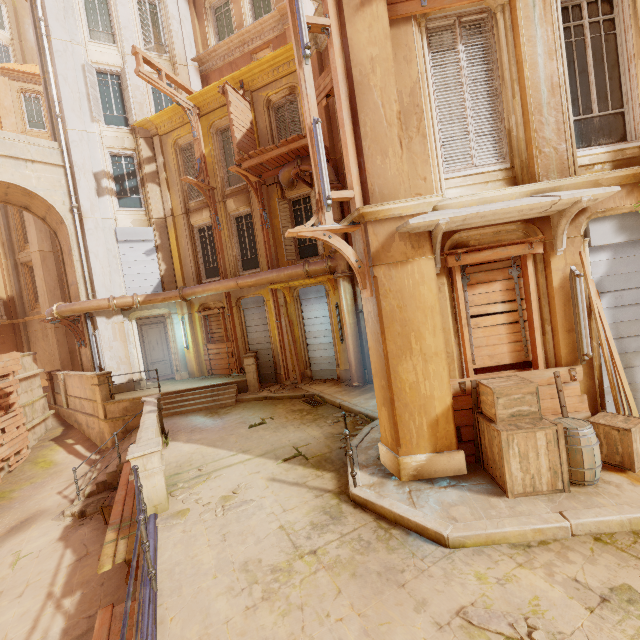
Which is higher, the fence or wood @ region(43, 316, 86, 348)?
wood @ region(43, 316, 86, 348)

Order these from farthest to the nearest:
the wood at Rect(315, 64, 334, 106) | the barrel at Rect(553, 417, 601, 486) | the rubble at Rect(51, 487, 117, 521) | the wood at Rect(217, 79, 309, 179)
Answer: the wood at Rect(217, 79, 309, 179) < the rubble at Rect(51, 487, 117, 521) < the wood at Rect(315, 64, 334, 106) < the barrel at Rect(553, 417, 601, 486)

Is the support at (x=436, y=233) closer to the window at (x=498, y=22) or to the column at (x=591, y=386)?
the column at (x=591, y=386)

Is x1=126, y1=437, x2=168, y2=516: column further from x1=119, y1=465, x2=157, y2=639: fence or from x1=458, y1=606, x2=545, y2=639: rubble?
x1=458, y1=606, x2=545, y2=639: rubble

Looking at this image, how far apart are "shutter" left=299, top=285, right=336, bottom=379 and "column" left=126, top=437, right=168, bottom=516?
7.8 meters

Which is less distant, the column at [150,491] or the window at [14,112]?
the column at [150,491]

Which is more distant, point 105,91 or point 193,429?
point 105,91

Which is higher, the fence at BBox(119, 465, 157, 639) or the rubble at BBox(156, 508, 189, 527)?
the fence at BBox(119, 465, 157, 639)
